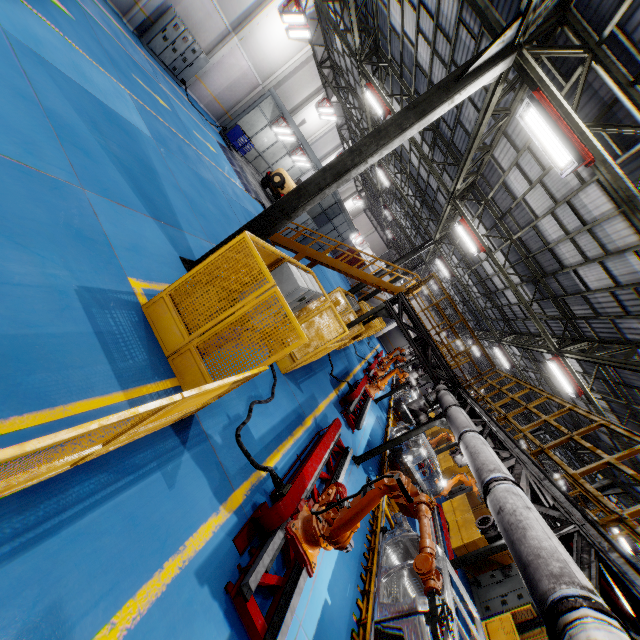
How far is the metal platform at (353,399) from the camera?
11.67m

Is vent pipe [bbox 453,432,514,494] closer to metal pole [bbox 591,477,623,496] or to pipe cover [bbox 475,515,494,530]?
pipe cover [bbox 475,515,494,530]

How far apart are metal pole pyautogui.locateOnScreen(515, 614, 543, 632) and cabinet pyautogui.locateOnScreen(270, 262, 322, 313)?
13.0 meters

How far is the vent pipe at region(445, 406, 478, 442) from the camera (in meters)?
6.54

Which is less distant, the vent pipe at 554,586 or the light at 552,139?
the vent pipe at 554,586

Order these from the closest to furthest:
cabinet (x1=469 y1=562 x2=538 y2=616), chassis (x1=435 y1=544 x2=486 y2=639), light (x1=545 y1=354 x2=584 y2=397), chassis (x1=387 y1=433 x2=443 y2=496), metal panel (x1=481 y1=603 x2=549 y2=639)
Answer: chassis (x1=435 y1=544 x2=486 y2=639)
metal panel (x1=481 y1=603 x2=549 y2=639)
chassis (x1=387 y1=433 x2=443 y2=496)
light (x1=545 y1=354 x2=584 y2=397)
cabinet (x1=469 y1=562 x2=538 y2=616)

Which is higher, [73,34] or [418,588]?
[418,588]

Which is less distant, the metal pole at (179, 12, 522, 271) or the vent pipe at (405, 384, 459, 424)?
the metal pole at (179, 12, 522, 271)
